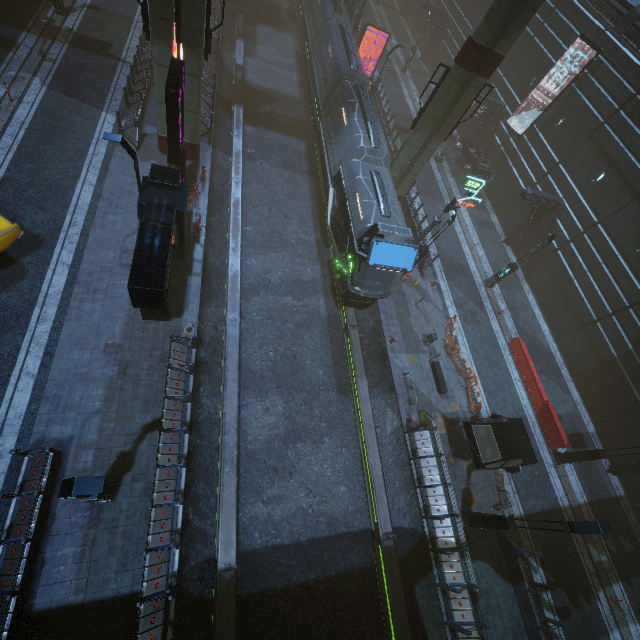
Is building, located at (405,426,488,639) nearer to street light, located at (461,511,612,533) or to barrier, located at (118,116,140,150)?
barrier, located at (118,116,140,150)

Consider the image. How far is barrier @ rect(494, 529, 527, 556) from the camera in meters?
14.0

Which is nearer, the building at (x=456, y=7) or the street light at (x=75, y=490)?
the street light at (x=75, y=490)

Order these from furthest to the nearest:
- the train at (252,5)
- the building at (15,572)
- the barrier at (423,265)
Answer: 1. the train at (252,5)
2. the barrier at (423,265)
3. the building at (15,572)

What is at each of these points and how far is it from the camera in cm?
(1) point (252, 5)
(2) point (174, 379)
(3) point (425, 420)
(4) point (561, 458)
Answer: (1) train, 3020
(2) building, 1276
(3) barrier, 1623
(4) street light, 1816

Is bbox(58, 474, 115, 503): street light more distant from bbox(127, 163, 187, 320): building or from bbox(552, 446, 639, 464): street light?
bbox(552, 446, 639, 464): street light

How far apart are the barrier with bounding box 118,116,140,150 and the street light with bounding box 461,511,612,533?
25.4m

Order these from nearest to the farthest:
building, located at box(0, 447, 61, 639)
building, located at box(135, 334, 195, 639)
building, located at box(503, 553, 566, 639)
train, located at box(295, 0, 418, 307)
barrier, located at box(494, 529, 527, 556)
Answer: building, located at box(0, 447, 61, 639) < building, located at box(135, 334, 195, 639) < building, located at box(503, 553, 566, 639) < barrier, located at box(494, 529, 527, 556) < train, located at box(295, 0, 418, 307)
